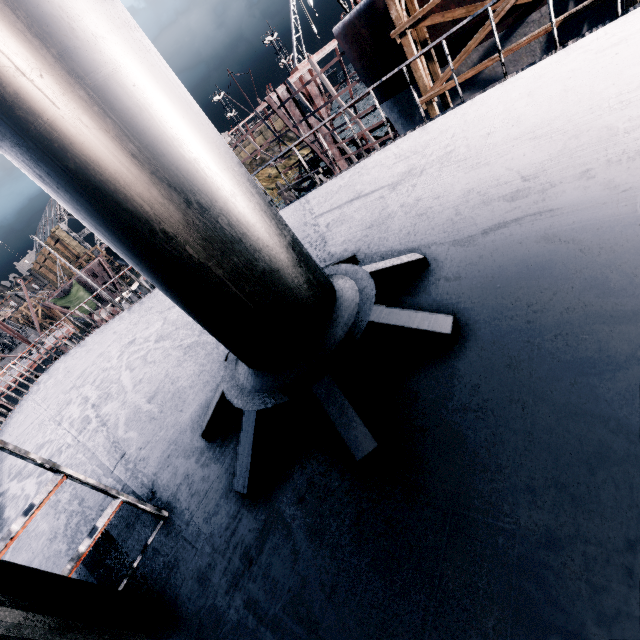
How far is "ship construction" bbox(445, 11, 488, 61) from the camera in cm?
1605

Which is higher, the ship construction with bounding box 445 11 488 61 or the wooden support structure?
the ship construction with bounding box 445 11 488 61

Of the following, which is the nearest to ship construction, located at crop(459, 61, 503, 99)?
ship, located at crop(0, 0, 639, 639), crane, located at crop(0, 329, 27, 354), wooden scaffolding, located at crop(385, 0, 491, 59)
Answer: wooden scaffolding, located at crop(385, 0, 491, 59)

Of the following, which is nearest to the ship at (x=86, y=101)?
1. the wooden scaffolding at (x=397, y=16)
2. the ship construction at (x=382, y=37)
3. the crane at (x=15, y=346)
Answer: the wooden scaffolding at (x=397, y=16)

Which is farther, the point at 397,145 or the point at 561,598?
the point at 397,145

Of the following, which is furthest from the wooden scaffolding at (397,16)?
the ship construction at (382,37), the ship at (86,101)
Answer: the ship at (86,101)

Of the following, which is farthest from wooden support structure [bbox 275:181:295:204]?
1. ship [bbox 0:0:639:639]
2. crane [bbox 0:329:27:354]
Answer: crane [bbox 0:329:27:354]

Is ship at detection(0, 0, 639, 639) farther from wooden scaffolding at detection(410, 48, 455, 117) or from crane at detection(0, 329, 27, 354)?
crane at detection(0, 329, 27, 354)
